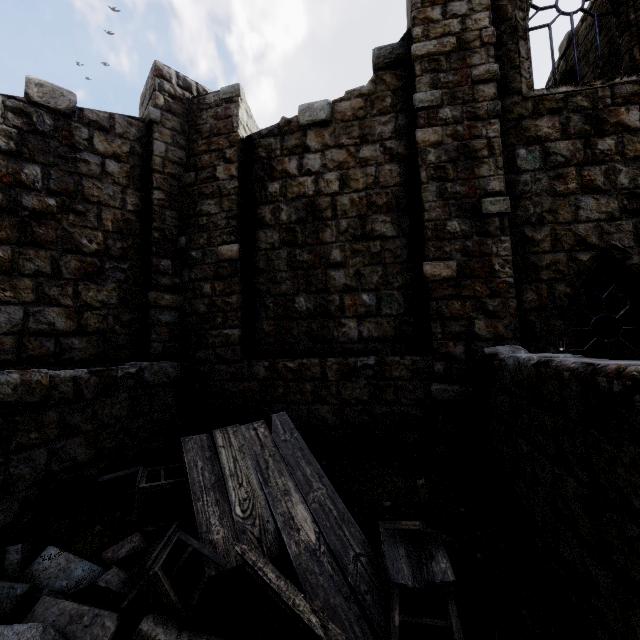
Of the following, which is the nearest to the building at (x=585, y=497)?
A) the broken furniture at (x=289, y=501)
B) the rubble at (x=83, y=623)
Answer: the rubble at (x=83, y=623)

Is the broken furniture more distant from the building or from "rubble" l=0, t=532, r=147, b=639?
the building

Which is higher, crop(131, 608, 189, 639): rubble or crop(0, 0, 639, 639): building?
crop(0, 0, 639, 639): building

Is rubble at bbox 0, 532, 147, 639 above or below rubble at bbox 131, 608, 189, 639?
above

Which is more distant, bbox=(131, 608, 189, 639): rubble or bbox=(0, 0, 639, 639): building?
bbox=(0, 0, 639, 639): building

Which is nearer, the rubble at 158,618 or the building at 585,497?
the rubble at 158,618

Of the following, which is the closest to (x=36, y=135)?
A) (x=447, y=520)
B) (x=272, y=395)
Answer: (x=272, y=395)
